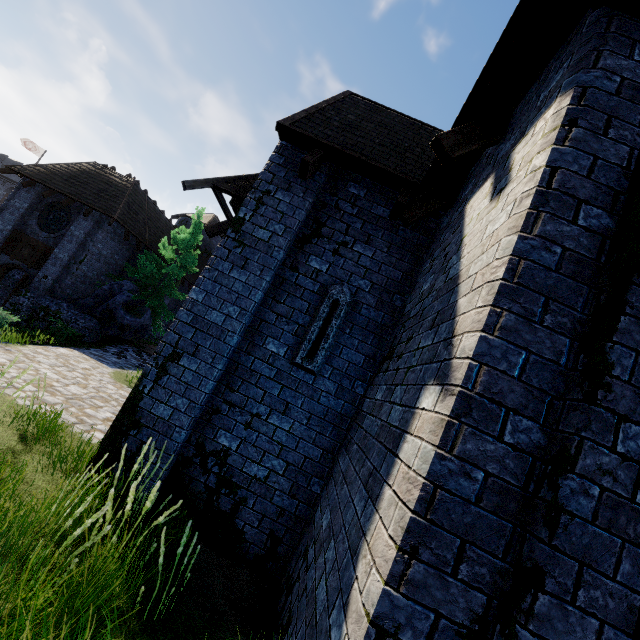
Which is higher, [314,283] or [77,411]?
[314,283]

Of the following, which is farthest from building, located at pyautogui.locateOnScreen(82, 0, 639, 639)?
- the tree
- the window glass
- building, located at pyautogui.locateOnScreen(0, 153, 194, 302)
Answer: the window glass

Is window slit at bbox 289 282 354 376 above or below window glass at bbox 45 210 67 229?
below

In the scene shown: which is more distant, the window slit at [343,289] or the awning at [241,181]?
the awning at [241,181]

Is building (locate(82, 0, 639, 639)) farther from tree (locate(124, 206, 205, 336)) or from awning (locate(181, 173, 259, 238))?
tree (locate(124, 206, 205, 336))

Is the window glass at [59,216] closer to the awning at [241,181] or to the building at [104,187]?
the building at [104,187]

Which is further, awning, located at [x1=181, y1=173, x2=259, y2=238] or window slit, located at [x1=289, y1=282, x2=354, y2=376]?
awning, located at [x1=181, y1=173, x2=259, y2=238]

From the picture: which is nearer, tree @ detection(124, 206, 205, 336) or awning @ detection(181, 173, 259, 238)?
awning @ detection(181, 173, 259, 238)
